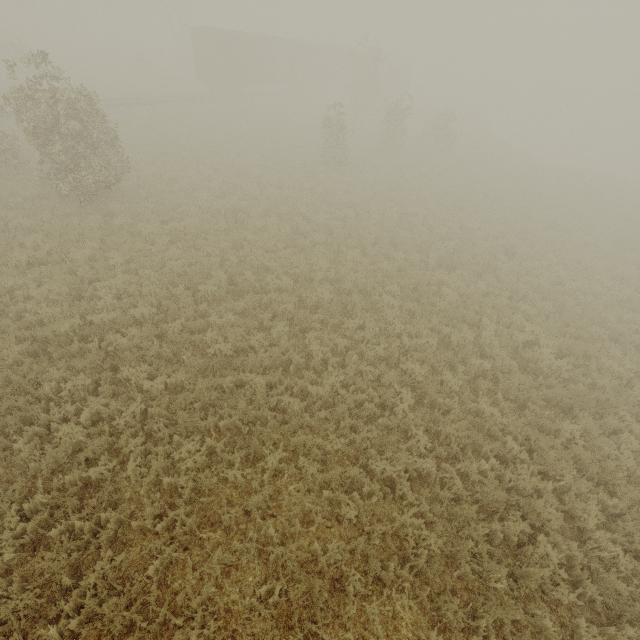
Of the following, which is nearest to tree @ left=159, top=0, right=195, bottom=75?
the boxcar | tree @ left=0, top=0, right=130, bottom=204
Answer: tree @ left=0, top=0, right=130, bottom=204

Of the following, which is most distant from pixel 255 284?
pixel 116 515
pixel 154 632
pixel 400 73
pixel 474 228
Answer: pixel 400 73

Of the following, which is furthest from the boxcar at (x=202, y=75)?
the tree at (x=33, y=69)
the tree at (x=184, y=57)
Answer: the tree at (x=184, y=57)

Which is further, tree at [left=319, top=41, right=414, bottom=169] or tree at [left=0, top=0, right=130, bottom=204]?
tree at [left=319, top=41, right=414, bottom=169]

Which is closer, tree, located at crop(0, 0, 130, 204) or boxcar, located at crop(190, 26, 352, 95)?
tree, located at crop(0, 0, 130, 204)

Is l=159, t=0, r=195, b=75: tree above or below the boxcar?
below

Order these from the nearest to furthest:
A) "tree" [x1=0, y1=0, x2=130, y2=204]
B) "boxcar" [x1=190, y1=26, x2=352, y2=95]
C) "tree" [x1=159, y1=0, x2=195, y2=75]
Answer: "tree" [x1=0, y1=0, x2=130, y2=204] → "boxcar" [x1=190, y1=26, x2=352, y2=95] → "tree" [x1=159, y1=0, x2=195, y2=75]
